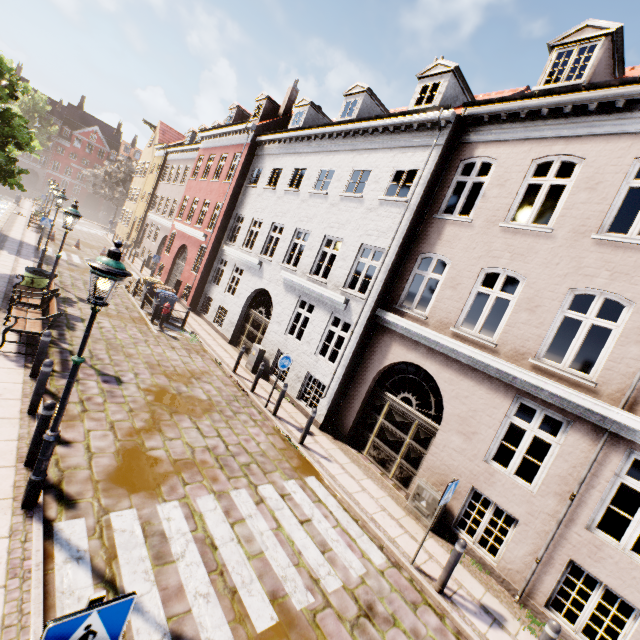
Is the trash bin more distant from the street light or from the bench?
the street light

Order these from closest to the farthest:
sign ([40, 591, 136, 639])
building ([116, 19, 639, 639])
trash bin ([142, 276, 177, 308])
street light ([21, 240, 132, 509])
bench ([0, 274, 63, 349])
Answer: sign ([40, 591, 136, 639]) → street light ([21, 240, 132, 509]) → building ([116, 19, 639, 639]) → bench ([0, 274, 63, 349]) → trash bin ([142, 276, 177, 308])

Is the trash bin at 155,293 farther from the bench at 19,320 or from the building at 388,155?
the bench at 19,320

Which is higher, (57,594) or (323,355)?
(323,355)

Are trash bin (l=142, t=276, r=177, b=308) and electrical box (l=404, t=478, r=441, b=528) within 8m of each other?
no

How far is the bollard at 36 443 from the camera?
4.9 meters

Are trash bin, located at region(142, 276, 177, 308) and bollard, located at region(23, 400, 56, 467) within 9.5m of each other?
no

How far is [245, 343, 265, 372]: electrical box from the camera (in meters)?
13.07
